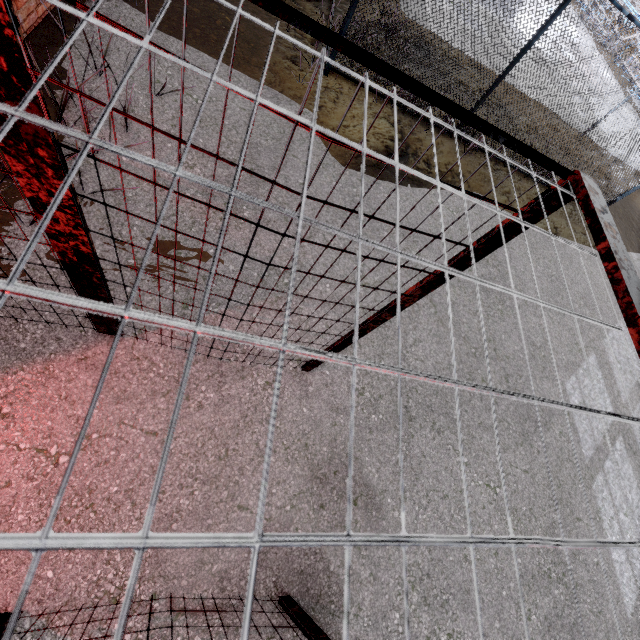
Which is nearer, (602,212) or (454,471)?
(602,212)
